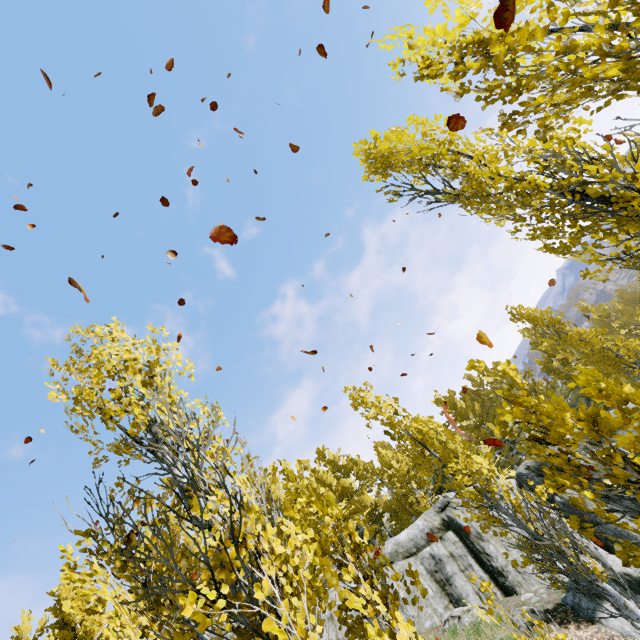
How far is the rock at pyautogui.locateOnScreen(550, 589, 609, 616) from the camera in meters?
9.7

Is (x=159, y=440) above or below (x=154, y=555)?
above

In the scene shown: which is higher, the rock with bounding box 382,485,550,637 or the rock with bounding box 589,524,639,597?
the rock with bounding box 382,485,550,637

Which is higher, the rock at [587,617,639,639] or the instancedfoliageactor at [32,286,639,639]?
the instancedfoliageactor at [32,286,639,639]

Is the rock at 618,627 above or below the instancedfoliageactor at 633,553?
below

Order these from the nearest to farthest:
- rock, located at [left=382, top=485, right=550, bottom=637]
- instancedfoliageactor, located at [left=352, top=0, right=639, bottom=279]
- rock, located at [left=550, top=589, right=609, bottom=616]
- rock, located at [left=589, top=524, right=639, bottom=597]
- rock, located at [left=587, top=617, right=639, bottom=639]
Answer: instancedfoliageactor, located at [left=352, top=0, right=639, bottom=279] → rock, located at [left=587, top=617, right=639, bottom=639] → rock, located at [left=550, top=589, right=609, bottom=616] → rock, located at [left=589, top=524, right=639, bottom=597] → rock, located at [left=382, top=485, right=550, bottom=637]
